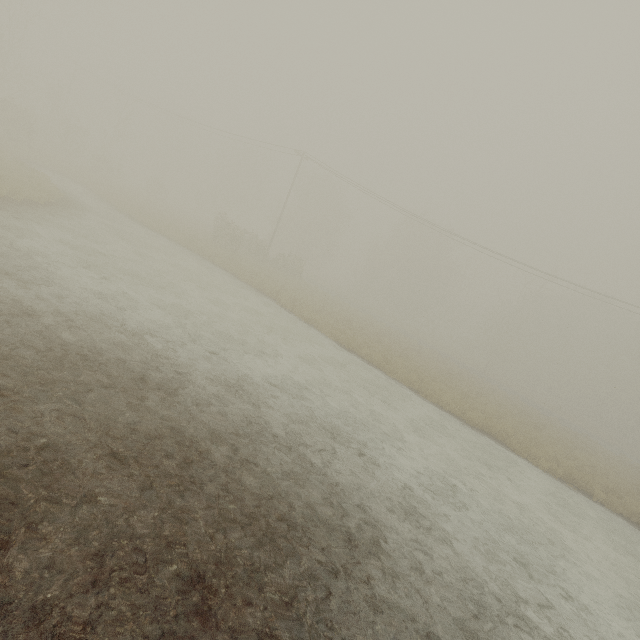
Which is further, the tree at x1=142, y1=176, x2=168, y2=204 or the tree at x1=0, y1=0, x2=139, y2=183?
the tree at x1=142, y1=176, x2=168, y2=204

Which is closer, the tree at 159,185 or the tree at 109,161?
the tree at 109,161

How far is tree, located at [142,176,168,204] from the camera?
45.0 meters

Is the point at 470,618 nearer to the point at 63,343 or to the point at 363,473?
the point at 363,473

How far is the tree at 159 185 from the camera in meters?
45.0
